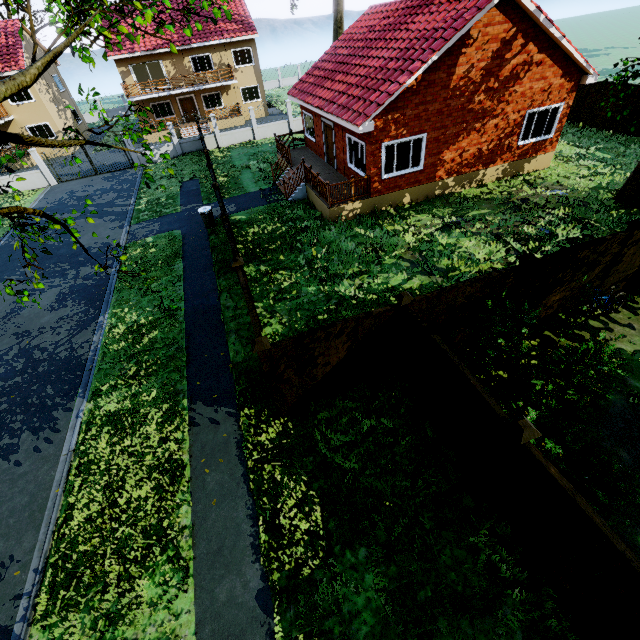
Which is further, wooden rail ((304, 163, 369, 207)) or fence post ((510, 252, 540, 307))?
wooden rail ((304, 163, 369, 207))

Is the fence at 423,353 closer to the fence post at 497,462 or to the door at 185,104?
the fence post at 497,462

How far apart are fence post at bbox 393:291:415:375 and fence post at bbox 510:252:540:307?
2.68m

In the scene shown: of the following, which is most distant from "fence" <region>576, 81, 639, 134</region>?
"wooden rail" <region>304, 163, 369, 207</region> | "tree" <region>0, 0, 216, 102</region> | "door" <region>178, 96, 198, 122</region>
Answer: "door" <region>178, 96, 198, 122</region>

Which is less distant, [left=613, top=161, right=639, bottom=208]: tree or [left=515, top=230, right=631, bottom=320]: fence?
[left=515, top=230, right=631, bottom=320]: fence

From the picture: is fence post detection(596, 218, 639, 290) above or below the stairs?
above

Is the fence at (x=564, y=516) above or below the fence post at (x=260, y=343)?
below

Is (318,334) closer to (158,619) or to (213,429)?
(213,429)
